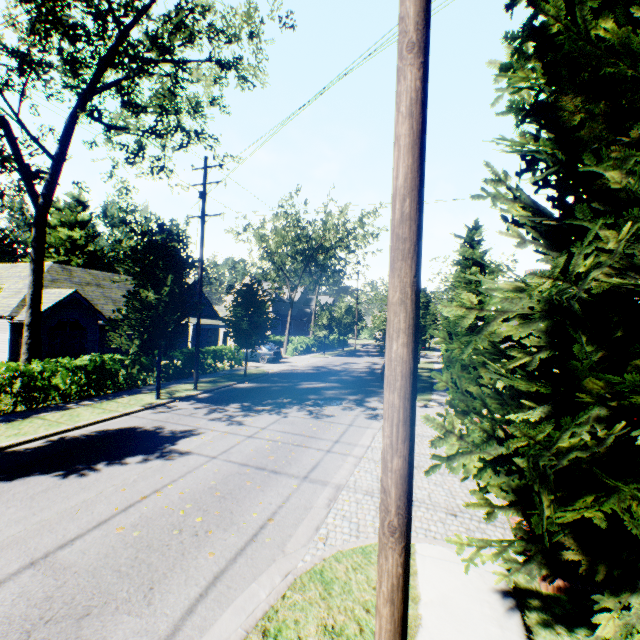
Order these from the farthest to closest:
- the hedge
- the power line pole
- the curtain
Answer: the curtain < the hedge < the power line pole

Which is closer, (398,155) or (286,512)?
(398,155)

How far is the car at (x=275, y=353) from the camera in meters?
28.0 m

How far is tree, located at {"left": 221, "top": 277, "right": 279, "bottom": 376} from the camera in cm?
1991

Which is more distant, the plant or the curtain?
the plant

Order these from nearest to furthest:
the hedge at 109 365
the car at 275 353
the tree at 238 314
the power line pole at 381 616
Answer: the power line pole at 381 616, the hedge at 109 365, the tree at 238 314, the car at 275 353

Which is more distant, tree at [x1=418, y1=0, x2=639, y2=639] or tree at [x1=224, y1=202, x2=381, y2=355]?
tree at [x1=224, y1=202, x2=381, y2=355]

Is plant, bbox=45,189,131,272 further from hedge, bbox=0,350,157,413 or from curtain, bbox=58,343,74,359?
hedge, bbox=0,350,157,413
